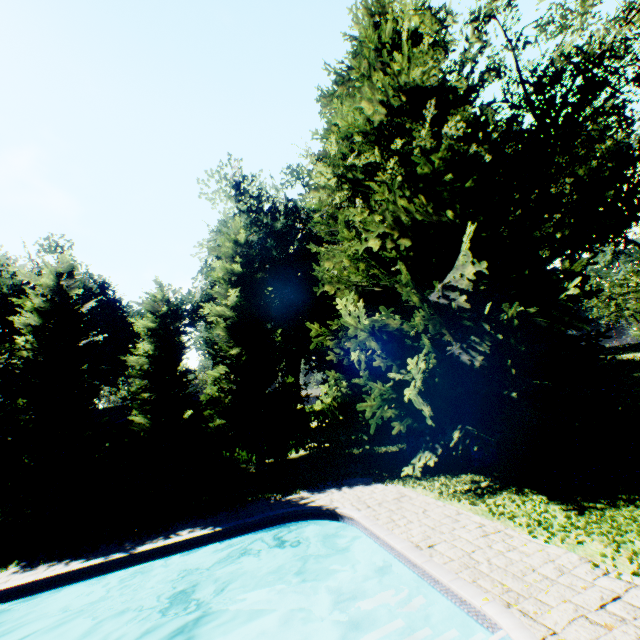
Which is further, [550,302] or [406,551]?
[550,302]

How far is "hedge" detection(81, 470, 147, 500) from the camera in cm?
1830

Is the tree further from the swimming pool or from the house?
the swimming pool

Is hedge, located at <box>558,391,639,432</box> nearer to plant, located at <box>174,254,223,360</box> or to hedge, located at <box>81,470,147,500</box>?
plant, located at <box>174,254,223,360</box>

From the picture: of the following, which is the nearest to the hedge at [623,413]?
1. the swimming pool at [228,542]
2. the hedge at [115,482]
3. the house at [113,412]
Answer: the house at [113,412]

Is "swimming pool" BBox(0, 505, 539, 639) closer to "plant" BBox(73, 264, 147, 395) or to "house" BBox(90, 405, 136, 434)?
"plant" BBox(73, 264, 147, 395)

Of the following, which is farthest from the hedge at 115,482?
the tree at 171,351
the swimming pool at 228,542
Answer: the swimming pool at 228,542

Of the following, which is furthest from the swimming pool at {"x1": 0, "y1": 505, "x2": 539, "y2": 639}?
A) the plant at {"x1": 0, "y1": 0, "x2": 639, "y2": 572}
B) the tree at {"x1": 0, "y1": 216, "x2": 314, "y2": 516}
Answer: the tree at {"x1": 0, "y1": 216, "x2": 314, "y2": 516}
